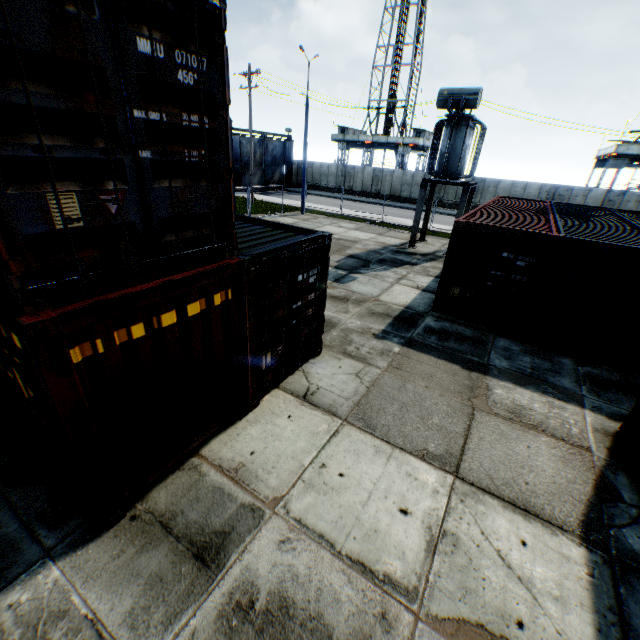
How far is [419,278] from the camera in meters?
13.8

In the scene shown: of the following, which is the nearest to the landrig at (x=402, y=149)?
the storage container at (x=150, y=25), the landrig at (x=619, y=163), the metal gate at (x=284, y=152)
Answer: the metal gate at (x=284, y=152)

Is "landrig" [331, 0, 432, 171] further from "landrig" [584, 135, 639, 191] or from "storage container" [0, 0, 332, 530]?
"storage container" [0, 0, 332, 530]

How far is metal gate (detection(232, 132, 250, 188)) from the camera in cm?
3347

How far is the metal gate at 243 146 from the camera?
33.5m

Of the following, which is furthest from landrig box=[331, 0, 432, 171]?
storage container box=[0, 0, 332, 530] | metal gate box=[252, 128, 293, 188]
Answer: storage container box=[0, 0, 332, 530]

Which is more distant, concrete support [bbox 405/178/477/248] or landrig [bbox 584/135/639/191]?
landrig [bbox 584/135/639/191]

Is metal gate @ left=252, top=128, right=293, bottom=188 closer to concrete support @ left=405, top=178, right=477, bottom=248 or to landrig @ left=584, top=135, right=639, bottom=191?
concrete support @ left=405, top=178, right=477, bottom=248
